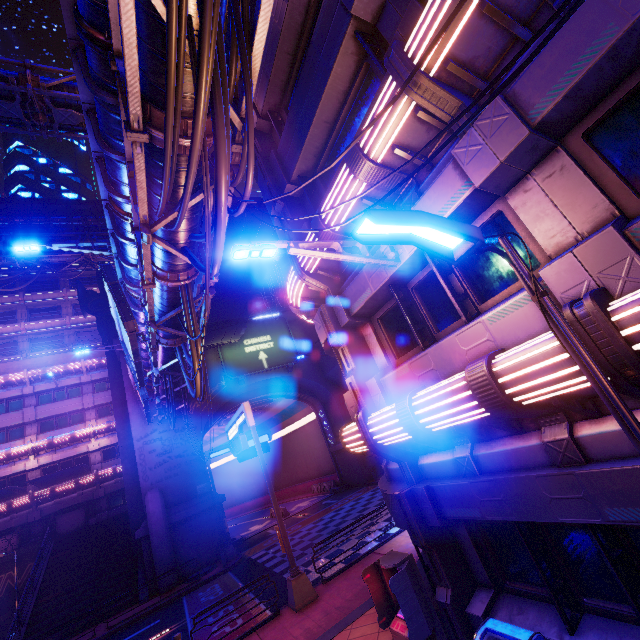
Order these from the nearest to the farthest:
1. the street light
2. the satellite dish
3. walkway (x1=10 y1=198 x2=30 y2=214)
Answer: the street light < the satellite dish < walkway (x1=10 y1=198 x2=30 y2=214)

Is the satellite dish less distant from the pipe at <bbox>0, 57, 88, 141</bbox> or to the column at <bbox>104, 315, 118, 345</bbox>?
the column at <bbox>104, 315, 118, 345</bbox>

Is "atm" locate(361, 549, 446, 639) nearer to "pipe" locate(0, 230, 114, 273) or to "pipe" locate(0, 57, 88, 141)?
"pipe" locate(0, 57, 88, 141)

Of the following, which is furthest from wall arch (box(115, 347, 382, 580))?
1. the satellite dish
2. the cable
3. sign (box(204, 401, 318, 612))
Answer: sign (box(204, 401, 318, 612))

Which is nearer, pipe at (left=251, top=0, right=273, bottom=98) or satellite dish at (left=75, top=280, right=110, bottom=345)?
pipe at (left=251, top=0, right=273, bottom=98)

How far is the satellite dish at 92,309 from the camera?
29.7m

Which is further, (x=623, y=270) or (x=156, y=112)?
(x=156, y=112)

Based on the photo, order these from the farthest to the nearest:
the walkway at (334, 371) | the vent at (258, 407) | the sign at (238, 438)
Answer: the vent at (258, 407) < the walkway at (334, 371) < the sign at (238, 438)
